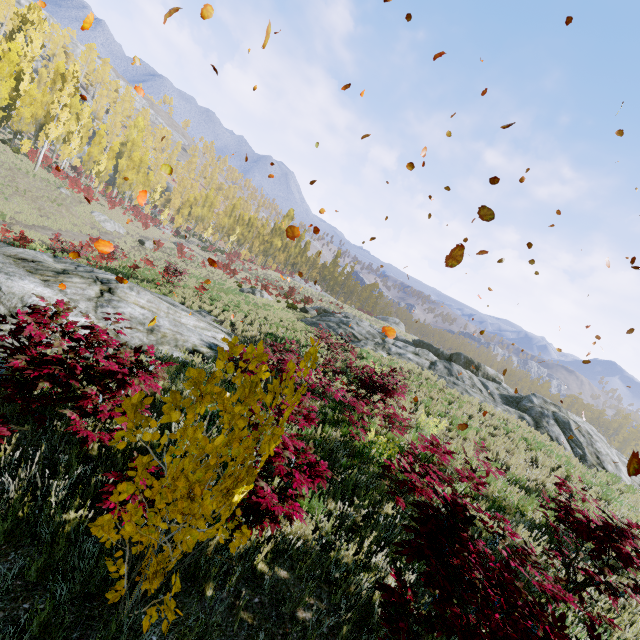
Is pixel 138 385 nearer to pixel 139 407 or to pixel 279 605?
pixel 139 407

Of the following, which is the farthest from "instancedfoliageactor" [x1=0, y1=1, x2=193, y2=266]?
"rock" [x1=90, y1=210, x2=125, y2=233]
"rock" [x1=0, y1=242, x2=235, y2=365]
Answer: "rock" [x1=0, y1=242, x2=235, y2=365]

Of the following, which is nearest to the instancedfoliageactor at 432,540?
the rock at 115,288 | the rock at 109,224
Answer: the rock at 109,224

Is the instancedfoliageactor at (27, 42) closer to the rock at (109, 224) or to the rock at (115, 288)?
the rock at (109, 224)

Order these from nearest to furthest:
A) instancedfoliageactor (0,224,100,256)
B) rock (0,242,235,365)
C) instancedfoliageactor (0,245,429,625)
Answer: instancedfoliageactor (0,245,429,625) < rock (0,242,235,365) < instancedfoliageactor (0,224,100,256)

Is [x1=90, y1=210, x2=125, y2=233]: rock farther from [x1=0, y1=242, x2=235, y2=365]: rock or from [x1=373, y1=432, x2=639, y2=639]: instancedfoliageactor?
[x1=0, y1=242, x2=235, y2=365]: rock

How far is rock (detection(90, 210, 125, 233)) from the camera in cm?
3699
